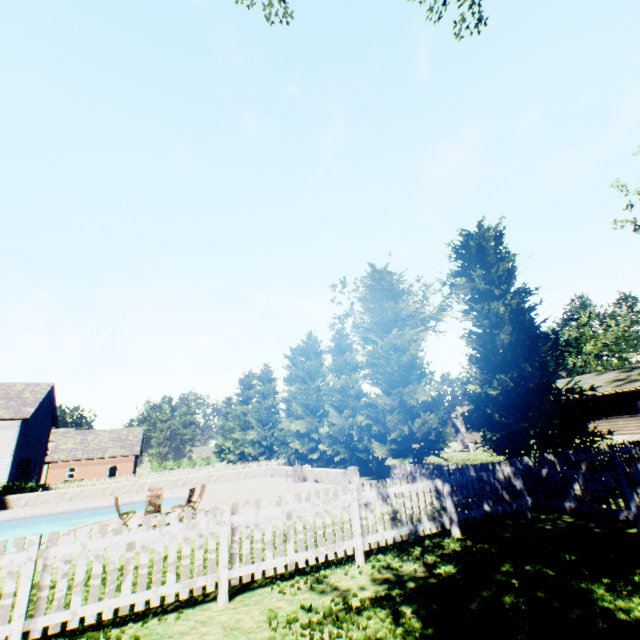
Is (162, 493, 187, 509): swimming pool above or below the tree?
below

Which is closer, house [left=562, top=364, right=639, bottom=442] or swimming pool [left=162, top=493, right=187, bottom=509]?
swimming pool [left=162, top=493, right=187, bottom=509]

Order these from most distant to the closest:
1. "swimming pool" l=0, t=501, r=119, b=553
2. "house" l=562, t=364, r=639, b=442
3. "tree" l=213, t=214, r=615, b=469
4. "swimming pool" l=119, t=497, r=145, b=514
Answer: "house" l=562, t=364, r=639, b=442 < "swimming pool" l=119, t=497, r=145, b=514 < "swimming pool" l=0, t=501, r=119, b=553 < "tree" l=213, t=214, r=615, b=469

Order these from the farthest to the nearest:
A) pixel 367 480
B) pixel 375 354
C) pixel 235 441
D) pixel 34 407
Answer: pixel 235 441 < pixel 34 407 < pixel 367 480 < pixel 375 354

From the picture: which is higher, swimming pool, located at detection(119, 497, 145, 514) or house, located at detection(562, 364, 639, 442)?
house, located at detection(562, 364, 639, 442)

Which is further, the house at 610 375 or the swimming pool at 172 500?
the house at 610 375

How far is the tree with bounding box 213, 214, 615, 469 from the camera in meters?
12.7 m

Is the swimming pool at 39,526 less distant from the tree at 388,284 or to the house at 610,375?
the tree at 388,284
